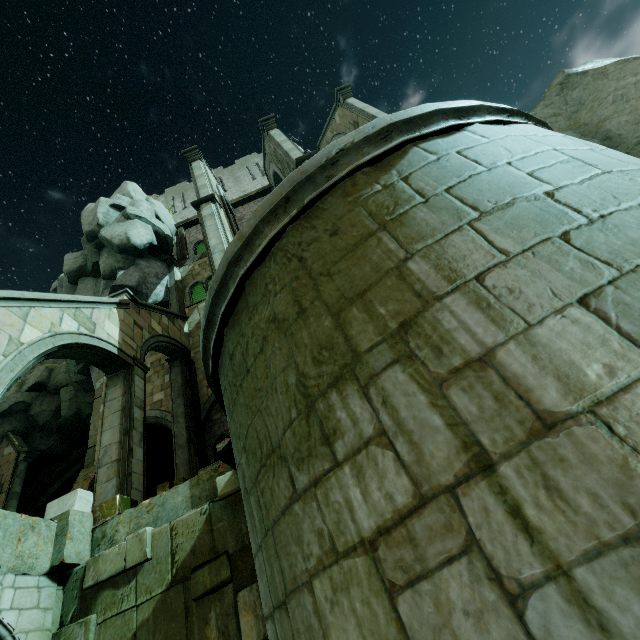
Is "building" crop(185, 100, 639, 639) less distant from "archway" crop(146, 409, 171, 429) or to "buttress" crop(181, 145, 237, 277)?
"buttress" crop(181, 145, 237, 277)

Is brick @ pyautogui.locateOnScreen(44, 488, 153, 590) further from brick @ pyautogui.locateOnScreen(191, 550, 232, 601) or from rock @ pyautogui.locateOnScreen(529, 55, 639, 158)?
rock @ pyautogui.locateOnScreen(529, 55, 639, 158)

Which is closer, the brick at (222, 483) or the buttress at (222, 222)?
the brick at (222, 483)

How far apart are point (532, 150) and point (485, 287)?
1.5m

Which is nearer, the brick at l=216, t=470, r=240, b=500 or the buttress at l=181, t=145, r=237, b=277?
the brick at l=216, t=470, r=240, b=500

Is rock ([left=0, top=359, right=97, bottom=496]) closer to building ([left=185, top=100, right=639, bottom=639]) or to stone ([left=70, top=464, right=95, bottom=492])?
building ([left=185, top=100, right=639, bottom=639])

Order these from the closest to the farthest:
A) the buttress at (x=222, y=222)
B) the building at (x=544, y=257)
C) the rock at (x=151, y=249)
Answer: Answer: the building at (x=544, y=257), the buttress at (x=222, y=222), the rock at (x=151, y=249)

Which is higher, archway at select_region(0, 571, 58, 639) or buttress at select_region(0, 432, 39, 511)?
buttress at select_region(0, 432, 39, 511)
